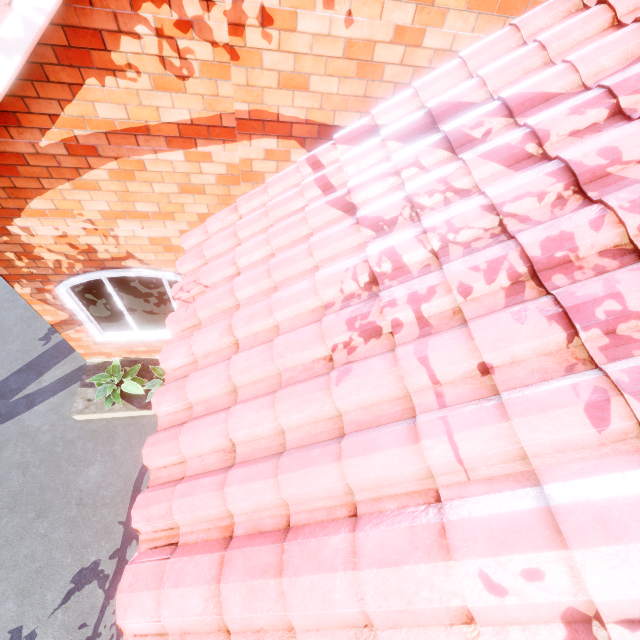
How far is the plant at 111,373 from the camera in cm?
534

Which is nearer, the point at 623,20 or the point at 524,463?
the point at 524,463

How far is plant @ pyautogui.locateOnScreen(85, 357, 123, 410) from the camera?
5.3m
